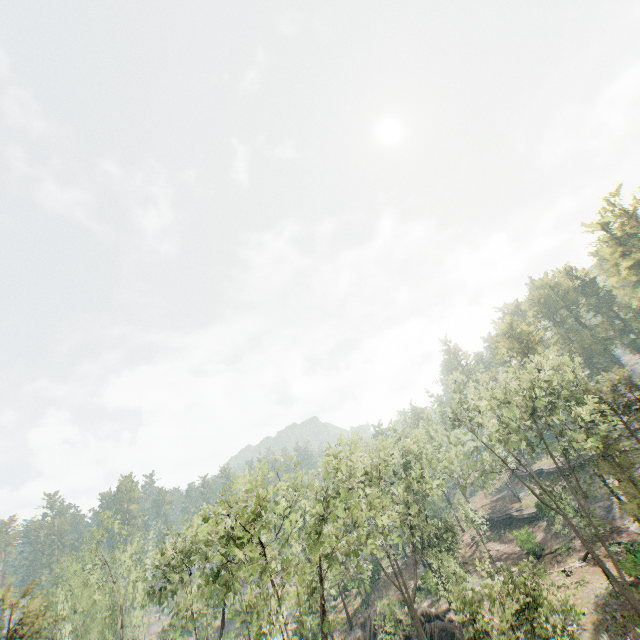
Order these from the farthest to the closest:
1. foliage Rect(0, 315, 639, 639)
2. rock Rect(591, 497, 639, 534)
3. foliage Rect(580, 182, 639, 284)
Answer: foliage Rect(580, 182, 639, 284), rock Rect(591, 497, 639, 534), foliage Rect(0, 315, 639, 639)

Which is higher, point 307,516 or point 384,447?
point 384,447

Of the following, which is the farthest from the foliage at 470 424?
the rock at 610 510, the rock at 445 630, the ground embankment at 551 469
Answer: the ground embankment at 551 469

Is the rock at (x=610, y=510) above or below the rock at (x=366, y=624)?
above

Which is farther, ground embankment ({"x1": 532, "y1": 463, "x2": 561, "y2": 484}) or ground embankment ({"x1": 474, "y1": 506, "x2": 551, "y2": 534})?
ground embankment ({"x1": 532, "y1": 463, "x2": 561, "y2": 484})

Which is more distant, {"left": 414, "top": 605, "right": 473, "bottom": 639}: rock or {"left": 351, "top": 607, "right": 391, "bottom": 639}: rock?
{"left": 351, "top": 607, "right": 391, "bottom": 639}: rock

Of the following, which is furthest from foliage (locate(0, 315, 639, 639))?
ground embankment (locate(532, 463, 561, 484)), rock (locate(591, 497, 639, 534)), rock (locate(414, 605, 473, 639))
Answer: ground embankment (locate(532, 463, 561, 484))

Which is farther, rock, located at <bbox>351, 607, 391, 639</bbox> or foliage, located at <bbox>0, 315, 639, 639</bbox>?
rock, located at <bbox>351, 607, 391, 639</bbox>
